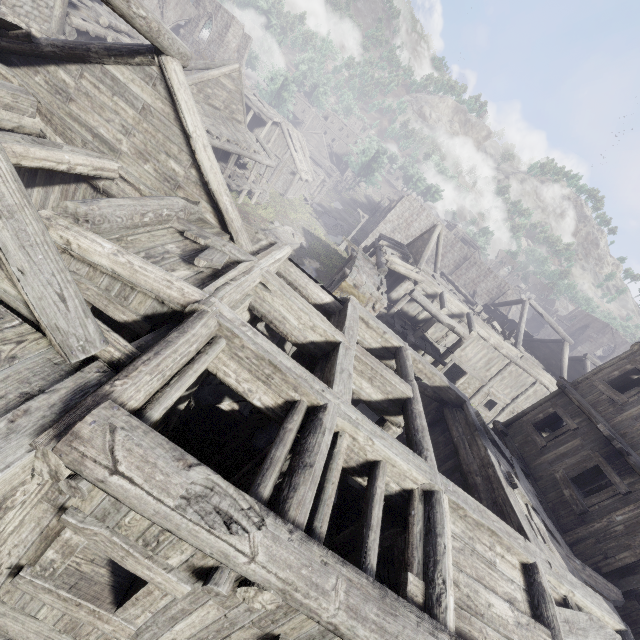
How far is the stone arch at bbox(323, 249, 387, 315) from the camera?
13.9m

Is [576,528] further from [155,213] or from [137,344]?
[155,213]

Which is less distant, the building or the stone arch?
the building

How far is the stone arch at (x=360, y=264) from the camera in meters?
13.9

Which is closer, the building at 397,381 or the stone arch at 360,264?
the building at 397,381
